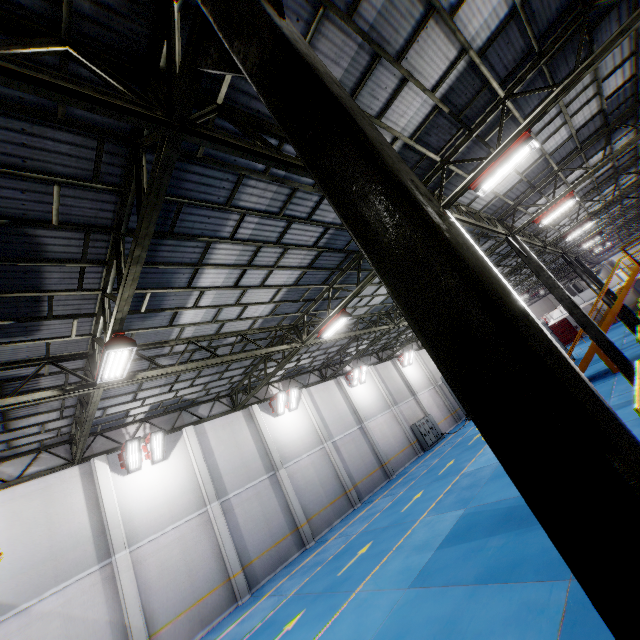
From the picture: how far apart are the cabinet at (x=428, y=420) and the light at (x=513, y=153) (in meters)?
21.35

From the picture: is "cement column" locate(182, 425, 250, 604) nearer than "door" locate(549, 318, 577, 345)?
Yes

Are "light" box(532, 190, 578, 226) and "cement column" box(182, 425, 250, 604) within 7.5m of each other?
no

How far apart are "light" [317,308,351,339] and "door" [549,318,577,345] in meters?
52.7

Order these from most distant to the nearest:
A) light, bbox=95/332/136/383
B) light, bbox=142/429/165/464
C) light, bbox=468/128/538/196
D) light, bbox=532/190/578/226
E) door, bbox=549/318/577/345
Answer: door, bbox=549/318/577/345 < light, bbox=142/429/165/464 < light, bbox=532/190/578/226 < light, bbox=468/128/538/196 < light, bbox=95/332/136/383

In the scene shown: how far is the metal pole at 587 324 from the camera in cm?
1238

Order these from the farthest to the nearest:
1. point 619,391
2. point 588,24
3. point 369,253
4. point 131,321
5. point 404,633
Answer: point 619,391, point 131,321, point 588,24, point 404,633, point 369,253

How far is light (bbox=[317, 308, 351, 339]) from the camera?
12.26m
